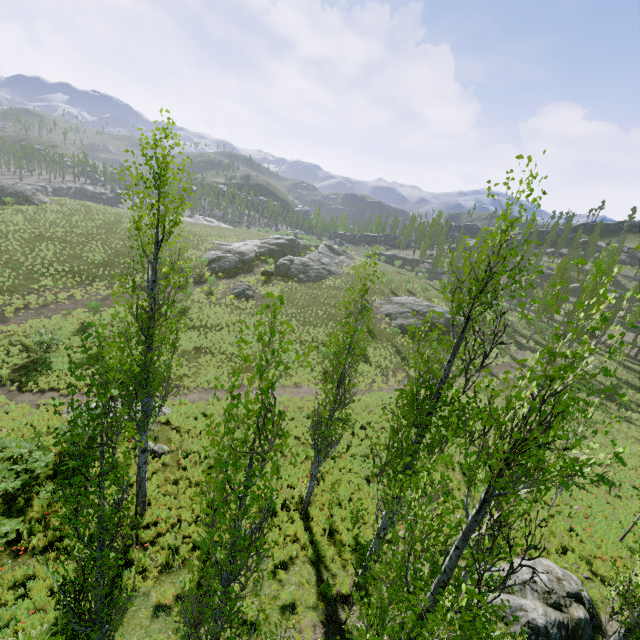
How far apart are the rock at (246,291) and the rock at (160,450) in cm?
2266

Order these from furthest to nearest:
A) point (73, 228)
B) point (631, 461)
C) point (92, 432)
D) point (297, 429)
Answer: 1. point (73, 228)
2. point (631, 461)
3. point (297, 429)
4. point (92, 432)

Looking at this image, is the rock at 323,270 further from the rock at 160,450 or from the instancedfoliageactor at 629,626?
the rock at 160,450

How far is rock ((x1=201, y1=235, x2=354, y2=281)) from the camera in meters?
42.9

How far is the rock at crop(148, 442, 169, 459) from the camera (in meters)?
13.75

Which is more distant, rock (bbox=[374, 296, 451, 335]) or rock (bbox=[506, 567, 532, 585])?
rock (bbox=[374, 296, 451, 335])

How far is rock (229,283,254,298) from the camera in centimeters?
3628cm

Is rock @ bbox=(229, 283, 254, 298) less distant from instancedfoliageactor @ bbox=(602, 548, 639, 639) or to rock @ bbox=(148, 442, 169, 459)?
instancedfoliageactor @ bbox=(602, 548, 639, 639)
